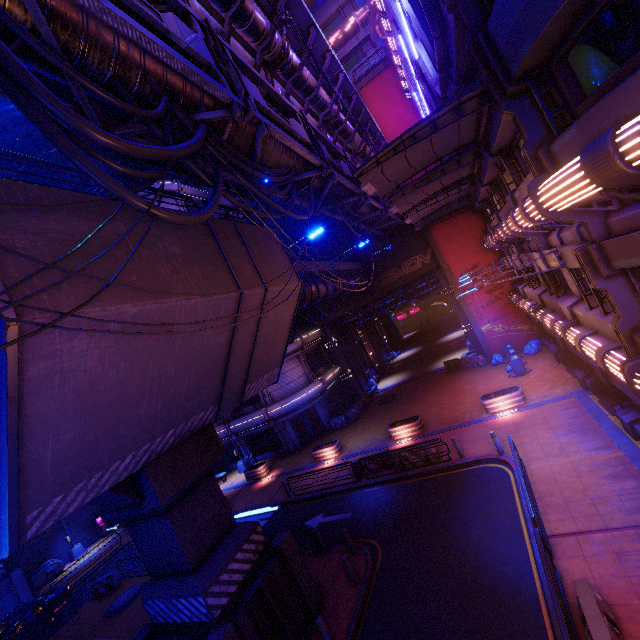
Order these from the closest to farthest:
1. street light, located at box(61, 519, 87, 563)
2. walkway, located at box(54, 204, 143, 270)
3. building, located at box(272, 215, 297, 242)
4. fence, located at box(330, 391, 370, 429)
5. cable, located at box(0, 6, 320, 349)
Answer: cable, located at box(0, 6, 320, 349), walkway, located at box(54, 204, 143, 270), street light, located at box(61, 519, 87, 563), fence, located at box(330, 391, 370, 429), building, located at box(272, 215, 297, 242)

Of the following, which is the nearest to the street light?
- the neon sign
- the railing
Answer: the railing

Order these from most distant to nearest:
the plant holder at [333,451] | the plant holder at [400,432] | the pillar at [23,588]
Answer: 1. the plant holder at [333,451]
2. the pillar at [23,588]
3. the plant holder at [400,432]

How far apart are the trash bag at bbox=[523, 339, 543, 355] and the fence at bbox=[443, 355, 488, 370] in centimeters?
275cm

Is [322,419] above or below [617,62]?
below

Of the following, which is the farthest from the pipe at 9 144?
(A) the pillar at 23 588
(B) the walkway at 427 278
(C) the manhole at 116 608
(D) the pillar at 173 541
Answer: (C) the manhole at 116 608

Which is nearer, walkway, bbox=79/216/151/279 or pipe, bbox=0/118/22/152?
walkway, bbox=79/216/151/279

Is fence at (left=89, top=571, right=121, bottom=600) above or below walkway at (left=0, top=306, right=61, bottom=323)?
below
